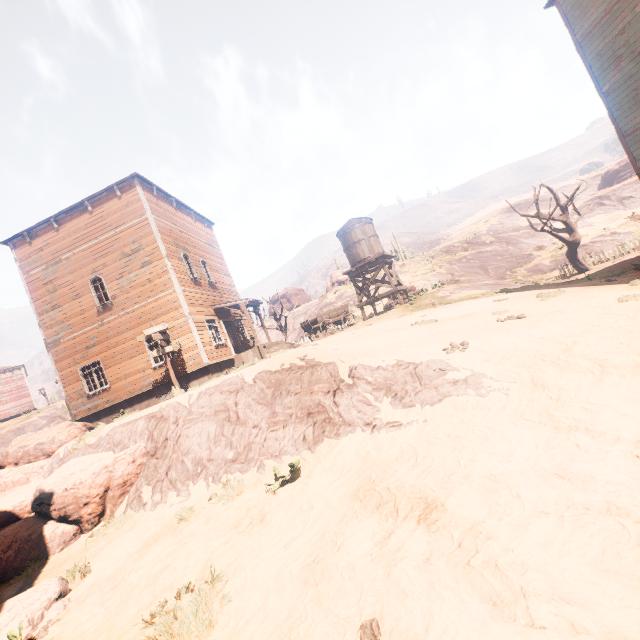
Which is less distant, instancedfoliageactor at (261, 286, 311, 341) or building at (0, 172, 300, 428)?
building at (0, 172, 300, 428)

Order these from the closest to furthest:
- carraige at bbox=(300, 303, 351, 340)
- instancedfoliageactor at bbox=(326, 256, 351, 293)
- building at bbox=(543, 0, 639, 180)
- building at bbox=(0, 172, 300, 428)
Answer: building at bbox=(543, 0, 639, 180) < building at bbox=(0, 172, 300, 428) < carraige at bbox=(300, 303, 351, 340) < instancedfoliageactor at bbox=(326, 256, 351, 293)

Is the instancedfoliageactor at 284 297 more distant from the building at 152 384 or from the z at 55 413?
the building at 152 384

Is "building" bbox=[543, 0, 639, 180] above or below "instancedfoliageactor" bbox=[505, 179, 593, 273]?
above

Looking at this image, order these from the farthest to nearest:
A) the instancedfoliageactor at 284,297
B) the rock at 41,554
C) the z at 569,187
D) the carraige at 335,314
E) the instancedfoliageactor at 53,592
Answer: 1. the z at 569,187
2. the instancedfoliageactor at 284,297
3. the carraige at 335,314
4. the rock at 41,554
5. the instancedfoliageactor at 53,592

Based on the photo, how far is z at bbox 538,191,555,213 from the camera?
51.3m

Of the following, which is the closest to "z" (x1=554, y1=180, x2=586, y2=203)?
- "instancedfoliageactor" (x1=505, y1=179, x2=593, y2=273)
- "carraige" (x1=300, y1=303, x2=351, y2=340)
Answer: "instancedfoliageactor" (x1=505, y1=179, x2=593, y2=273)

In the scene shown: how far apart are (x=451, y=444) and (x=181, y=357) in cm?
1397
